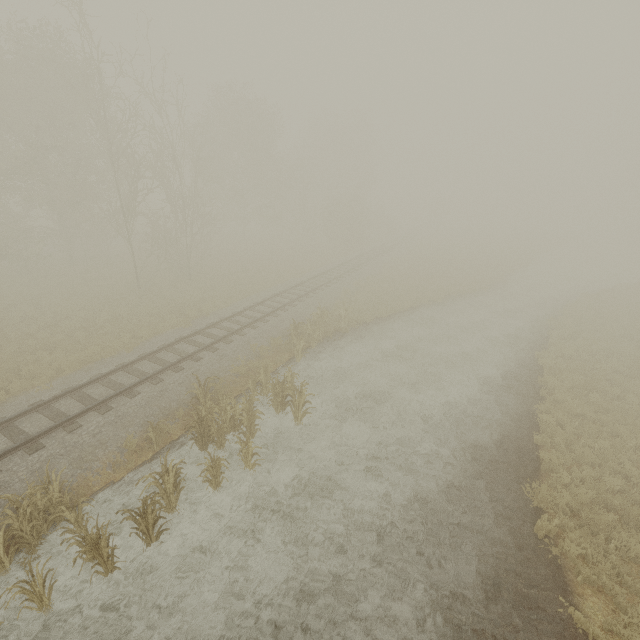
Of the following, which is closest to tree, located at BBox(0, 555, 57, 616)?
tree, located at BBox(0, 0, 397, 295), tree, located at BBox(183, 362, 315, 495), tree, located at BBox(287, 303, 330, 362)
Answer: tree, located at BBox(287, 303, 330, 362)

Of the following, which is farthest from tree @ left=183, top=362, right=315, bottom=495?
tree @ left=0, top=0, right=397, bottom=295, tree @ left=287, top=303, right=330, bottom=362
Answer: tree @ left=287, top=303, right=330, bottom=362

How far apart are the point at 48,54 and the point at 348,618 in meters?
34.4 m

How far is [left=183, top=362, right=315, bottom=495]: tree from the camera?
9.1m

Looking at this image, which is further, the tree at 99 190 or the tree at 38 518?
the tree at 99 190

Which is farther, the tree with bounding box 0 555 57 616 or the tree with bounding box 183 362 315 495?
the tree with bounding box 183 362 315 495

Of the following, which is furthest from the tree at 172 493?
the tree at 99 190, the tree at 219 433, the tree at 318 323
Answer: the tree at 99 190
